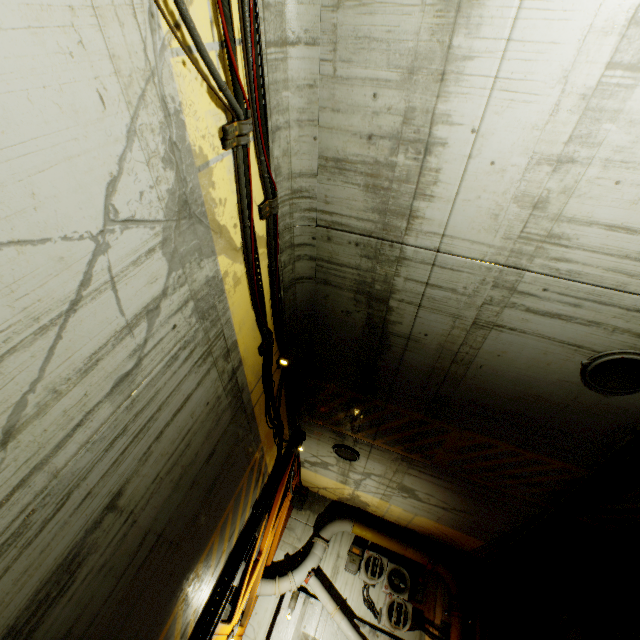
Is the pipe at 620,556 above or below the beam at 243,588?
above

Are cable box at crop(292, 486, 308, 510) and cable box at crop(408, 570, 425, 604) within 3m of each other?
no

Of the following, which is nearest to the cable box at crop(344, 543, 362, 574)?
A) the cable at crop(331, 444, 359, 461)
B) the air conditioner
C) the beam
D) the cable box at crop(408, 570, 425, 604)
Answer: the air conditioner

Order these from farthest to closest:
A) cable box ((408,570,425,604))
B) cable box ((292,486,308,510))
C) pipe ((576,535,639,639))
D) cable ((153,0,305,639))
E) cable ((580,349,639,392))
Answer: cable box ((292,486,308,510)) < cable box ((408,570,425,604)) < pipe ((576,535,639,639)) < cable ((580,349,639,392)) < cable ((153,0,305,639))

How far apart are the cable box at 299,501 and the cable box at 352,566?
2.2m

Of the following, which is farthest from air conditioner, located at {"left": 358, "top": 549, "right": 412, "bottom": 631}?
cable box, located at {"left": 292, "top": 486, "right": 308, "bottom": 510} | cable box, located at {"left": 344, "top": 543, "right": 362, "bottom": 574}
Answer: cable box, located at {"left": 292, "top": 486, "right": 308, "bottom": 510}

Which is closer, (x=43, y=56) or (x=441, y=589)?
(x=43, y=56)

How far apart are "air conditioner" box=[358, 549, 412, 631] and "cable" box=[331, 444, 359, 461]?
4.3 meters
